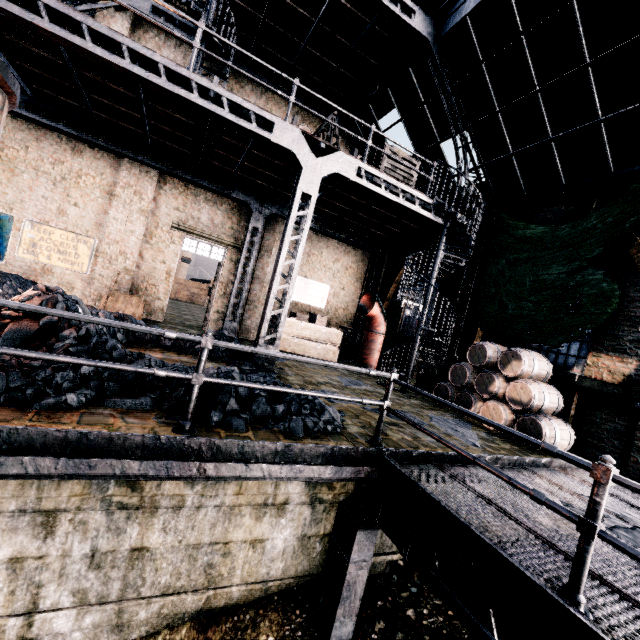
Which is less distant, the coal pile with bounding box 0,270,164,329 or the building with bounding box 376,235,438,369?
the coal pile with bounding box 0,270,164,329

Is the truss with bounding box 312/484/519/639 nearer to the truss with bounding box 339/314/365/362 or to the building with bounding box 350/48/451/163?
the building with bounding box 350/48/451/163

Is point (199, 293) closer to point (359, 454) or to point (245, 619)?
point (245, 619)

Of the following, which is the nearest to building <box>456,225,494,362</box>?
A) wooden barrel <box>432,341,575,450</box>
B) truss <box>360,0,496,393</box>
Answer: truss <box>360,0,496,393</box>

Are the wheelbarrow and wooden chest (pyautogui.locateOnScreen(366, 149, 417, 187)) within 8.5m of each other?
no

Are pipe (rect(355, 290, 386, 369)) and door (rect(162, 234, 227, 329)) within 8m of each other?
yes

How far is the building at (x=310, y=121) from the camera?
14.9m

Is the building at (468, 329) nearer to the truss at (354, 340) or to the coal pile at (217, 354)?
the truss at (354, 340)
